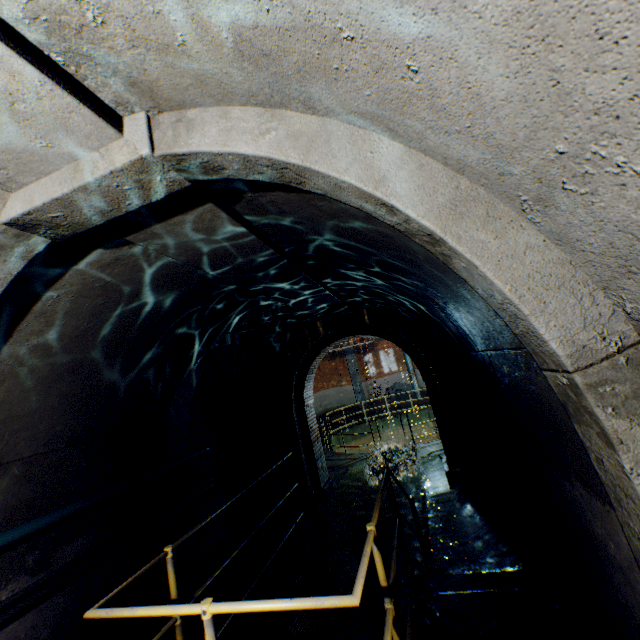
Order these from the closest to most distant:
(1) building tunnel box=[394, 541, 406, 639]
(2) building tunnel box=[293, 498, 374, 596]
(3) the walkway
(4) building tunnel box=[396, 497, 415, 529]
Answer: (3) the walkway → (1) building tunnel box=[394, 541, 406, 639] → (2) building tunnel box=[293, 498, 374, 596] → (4) building tunnel box=[396, 497, 415, 529]

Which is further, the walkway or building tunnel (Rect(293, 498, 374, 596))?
building tunnel (Rect(293, 498, 374, 596))

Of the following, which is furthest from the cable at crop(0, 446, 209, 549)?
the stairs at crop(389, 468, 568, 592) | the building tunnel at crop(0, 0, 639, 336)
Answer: the stairs at crop(389, 468, 568, 592)

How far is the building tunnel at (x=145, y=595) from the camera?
3.63m

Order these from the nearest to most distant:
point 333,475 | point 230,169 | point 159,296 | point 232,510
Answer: point 230,169, point 159,296, point 232,510, point 333,475

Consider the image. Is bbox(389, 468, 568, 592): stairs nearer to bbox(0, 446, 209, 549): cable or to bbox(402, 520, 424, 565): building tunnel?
bbox(402, 520, 424, 565): building tunnel

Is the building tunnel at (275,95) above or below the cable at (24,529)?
above

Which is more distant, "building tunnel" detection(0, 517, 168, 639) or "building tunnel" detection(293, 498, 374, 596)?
"building tunnel" detection(293, 498, 374, 596)
